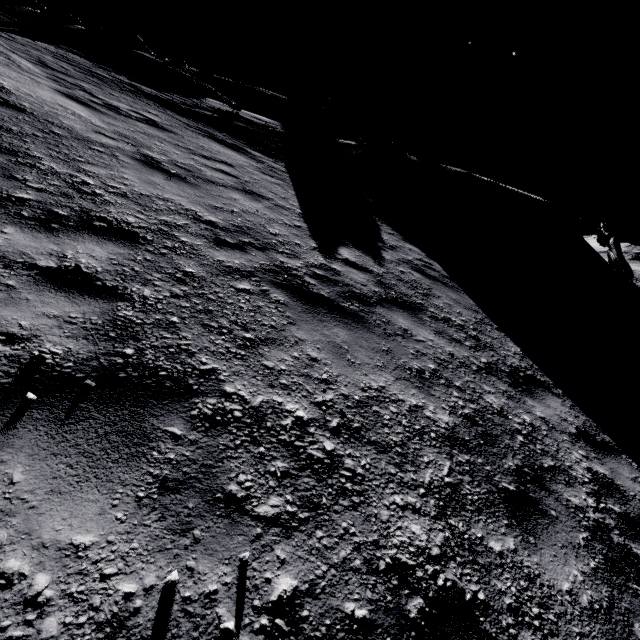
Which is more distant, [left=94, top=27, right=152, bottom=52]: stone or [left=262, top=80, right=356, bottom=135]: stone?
[left=262, top=80, right=356, bottom=135]: stone

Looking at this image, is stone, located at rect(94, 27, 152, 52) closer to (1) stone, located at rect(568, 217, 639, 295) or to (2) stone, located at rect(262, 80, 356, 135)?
(2) stone, located at rect(262, 80, 356, 135)

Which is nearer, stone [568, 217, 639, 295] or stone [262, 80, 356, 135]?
stone [568, 217, 639, 295]

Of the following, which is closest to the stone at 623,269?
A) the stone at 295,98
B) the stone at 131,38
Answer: the stone at 295,98

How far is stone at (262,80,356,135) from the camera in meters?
30.1 m

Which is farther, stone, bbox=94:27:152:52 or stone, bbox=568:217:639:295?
stone, bbox=94:27:152:52

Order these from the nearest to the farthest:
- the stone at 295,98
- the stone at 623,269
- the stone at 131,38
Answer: the stone at 623,269 → the stone at 131,38 → the stone at 295,98

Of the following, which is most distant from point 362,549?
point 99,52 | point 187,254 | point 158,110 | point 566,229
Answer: point 99,52
